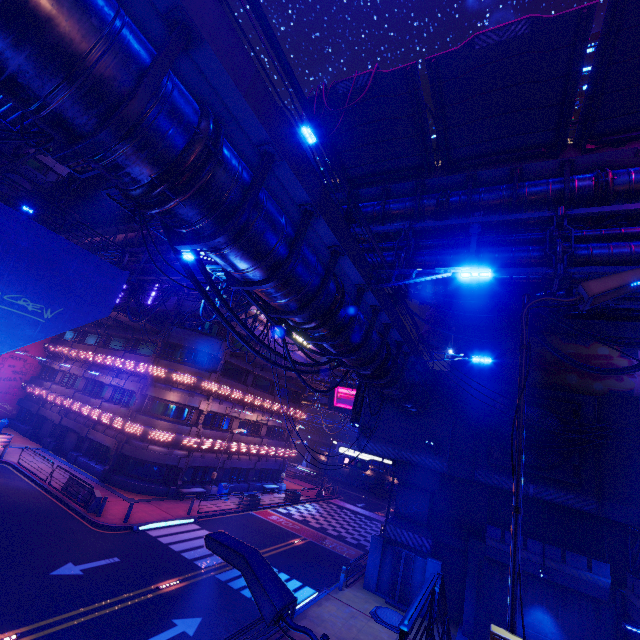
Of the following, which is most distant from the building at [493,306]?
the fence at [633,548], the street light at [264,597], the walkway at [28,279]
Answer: the street light at [264,597]

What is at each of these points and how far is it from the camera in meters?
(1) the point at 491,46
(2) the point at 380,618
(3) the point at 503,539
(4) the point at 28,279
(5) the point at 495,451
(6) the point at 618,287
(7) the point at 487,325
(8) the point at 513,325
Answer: (1) awning, 9.1
(2) manhole, 15.5
(3) fence, 16.9
(4) walkway, 14.8
(5) vent, 18.6
(6) street light, 3.7
(7) wall arch, 23.2
(8) beam, 22.5

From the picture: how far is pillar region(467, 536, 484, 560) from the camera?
16.8 meters

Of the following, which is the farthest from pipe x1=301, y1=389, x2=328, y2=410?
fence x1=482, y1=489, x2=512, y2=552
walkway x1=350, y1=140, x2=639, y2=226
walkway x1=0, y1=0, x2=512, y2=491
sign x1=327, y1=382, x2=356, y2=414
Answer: walkway x1=350, y1=140, x2=639, y2=226

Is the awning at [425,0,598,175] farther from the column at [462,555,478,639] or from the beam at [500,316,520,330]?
the column at [462,555,478,639]

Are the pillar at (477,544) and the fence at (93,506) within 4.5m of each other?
no

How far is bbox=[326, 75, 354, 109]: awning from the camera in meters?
11.0

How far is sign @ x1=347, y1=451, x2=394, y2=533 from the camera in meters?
24.1 m
